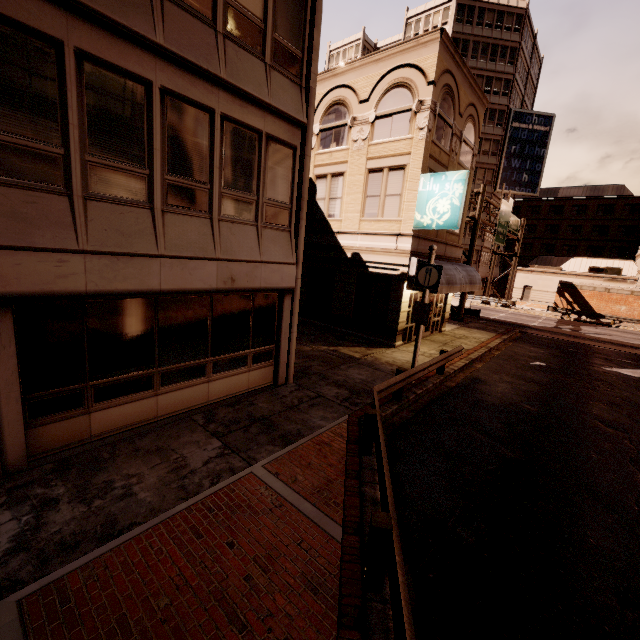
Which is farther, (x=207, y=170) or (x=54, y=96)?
(x=207, y=170)

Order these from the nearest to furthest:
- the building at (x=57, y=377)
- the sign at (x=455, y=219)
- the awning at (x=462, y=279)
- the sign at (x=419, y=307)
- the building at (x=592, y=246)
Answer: the building at (x=57, y=377) < the sign at (x=419, y=307) < the sign at (x=455, y=219) < the awning at (x=462, y=279) < the building at (x=592, y=246)

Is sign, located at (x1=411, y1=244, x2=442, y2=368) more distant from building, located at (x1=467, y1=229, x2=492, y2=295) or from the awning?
building, located at (x1=467, y1=229, x2=492, y2=295)

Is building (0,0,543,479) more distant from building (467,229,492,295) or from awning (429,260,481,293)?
building (467,229,492,295)

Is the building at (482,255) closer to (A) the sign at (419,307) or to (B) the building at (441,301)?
(B) the building at (441,301)

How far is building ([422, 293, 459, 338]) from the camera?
18.7 meters

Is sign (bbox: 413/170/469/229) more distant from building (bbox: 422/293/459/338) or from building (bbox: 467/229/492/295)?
building (bbox: 467/229/492/295)

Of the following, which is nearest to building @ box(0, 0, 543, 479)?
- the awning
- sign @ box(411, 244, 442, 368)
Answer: the awning
